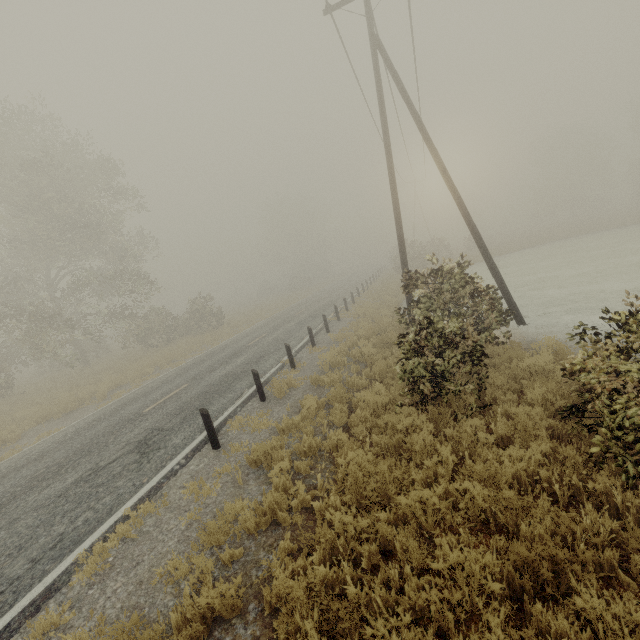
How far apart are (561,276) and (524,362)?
A: 14.5 meters

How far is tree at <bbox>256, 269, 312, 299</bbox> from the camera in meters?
50.9

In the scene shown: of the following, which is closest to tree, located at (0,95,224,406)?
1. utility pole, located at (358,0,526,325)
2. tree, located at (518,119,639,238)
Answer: utility pole, located at (358,0,526,325)

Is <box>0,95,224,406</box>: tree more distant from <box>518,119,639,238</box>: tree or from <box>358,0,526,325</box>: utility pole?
<box>518,119,639,238</box>: tree

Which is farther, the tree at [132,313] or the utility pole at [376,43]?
the tree at [132,313]

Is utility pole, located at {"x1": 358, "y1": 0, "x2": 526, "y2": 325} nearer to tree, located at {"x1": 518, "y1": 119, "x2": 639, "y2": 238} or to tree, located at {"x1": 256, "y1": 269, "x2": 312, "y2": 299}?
tree, located at {"x1": 256, "y1": 269, "x2": 312, "y2": 299}

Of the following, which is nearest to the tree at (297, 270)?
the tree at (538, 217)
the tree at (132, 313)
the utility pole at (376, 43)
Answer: the tree at (132, 313)

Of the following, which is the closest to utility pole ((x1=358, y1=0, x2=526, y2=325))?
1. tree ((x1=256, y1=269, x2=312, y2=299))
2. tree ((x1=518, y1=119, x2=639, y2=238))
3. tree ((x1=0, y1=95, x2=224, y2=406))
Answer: tree ((x1=0, y1=95, x2=224, y2=406))
